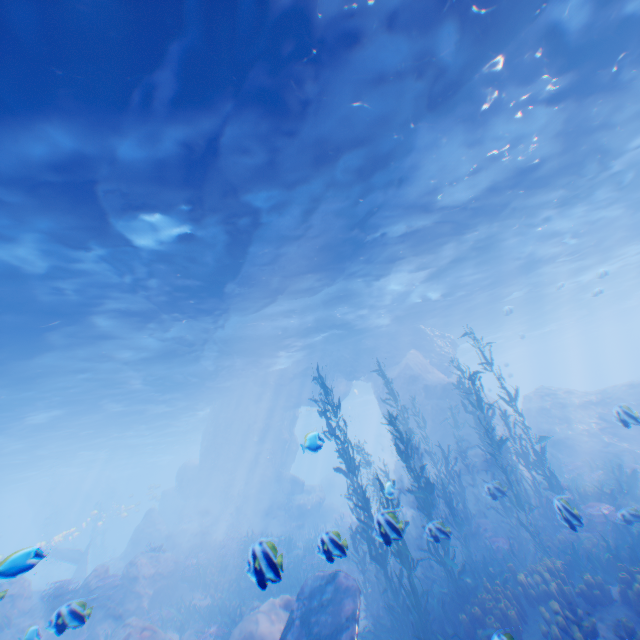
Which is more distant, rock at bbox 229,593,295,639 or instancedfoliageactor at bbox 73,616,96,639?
rock at bbox 229,593,295,639

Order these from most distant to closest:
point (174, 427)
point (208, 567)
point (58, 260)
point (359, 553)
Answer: point (174, 427)
point (359, 553)
point (208, 567)
point (58, 260)

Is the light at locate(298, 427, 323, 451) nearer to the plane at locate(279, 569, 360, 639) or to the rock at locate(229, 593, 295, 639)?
the rock at locate(229, 593, 295, 639)

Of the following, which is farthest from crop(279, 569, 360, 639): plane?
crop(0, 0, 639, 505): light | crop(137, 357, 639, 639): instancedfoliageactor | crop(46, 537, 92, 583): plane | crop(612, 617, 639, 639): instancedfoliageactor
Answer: crop(46, 537, 92, 583): plane

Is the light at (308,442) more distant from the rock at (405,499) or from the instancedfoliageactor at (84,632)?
the instancedfoliageactor at (84,632)

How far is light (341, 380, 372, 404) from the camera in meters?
44.3

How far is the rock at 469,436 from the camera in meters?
19.1 m

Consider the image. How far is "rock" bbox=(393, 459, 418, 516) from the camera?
18.5m
